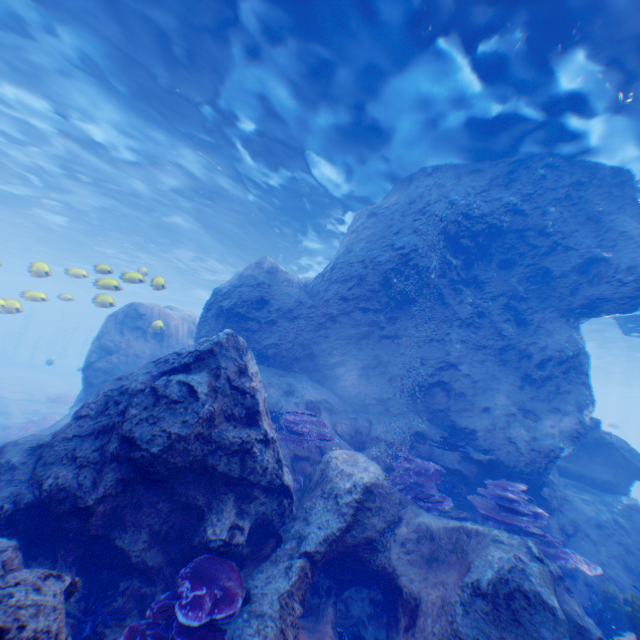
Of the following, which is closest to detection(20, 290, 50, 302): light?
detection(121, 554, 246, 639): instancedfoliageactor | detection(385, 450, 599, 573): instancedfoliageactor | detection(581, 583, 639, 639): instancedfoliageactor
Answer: detection(121, 554, 246, 639): instancedfoliageactor

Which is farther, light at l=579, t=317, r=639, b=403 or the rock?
light at l=579, t=317, r=639, b=403

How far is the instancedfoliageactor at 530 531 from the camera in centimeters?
639cm

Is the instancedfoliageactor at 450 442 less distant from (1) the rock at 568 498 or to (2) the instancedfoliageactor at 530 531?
(1) the rock at 568 498

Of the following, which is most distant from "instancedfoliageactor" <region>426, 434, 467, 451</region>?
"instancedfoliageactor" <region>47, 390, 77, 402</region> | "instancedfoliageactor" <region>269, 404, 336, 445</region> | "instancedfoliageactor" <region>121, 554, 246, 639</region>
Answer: "instancedfoliageactor" <region>47, 390, 77, 402</region>

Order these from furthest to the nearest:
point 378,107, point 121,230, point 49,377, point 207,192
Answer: point 49,377, point 121,230, point 207,192, point 378,107

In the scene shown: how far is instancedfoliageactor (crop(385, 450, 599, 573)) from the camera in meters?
6.4 m

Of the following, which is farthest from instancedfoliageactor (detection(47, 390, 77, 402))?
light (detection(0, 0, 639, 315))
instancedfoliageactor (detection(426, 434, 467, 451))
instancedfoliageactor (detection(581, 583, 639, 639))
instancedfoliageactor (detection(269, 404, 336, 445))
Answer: instancedfoliageactor (detection(581, 583, 639, 639))
